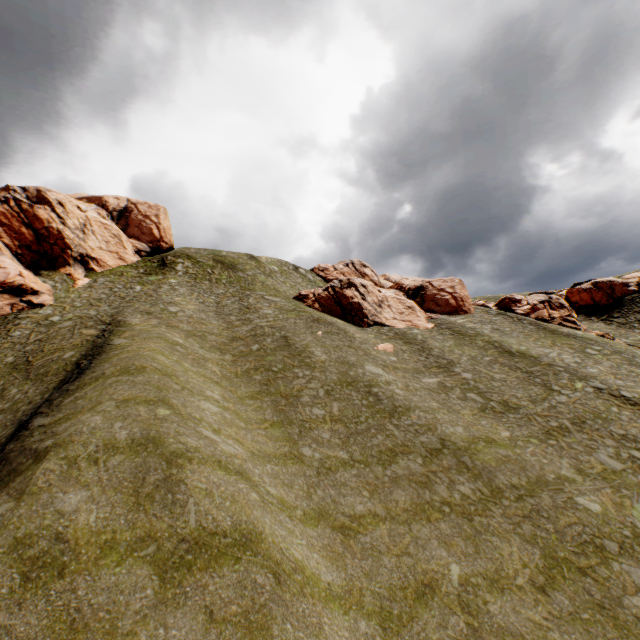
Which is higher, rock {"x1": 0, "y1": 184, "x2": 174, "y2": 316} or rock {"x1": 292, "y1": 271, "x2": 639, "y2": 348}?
rock {"x1": 0, "y1": 184, "x2": 174, "y2": 316}

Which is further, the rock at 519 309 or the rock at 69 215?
the rock at 519 309

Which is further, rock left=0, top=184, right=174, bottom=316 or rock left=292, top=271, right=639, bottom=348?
rock left=292, top=271, right=639, bottom=348

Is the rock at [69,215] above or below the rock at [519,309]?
above

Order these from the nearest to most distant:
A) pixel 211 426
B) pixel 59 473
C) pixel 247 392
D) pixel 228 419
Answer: pixel 59 473
pixel 211 426
pixel 228 419
pixel 247 392
